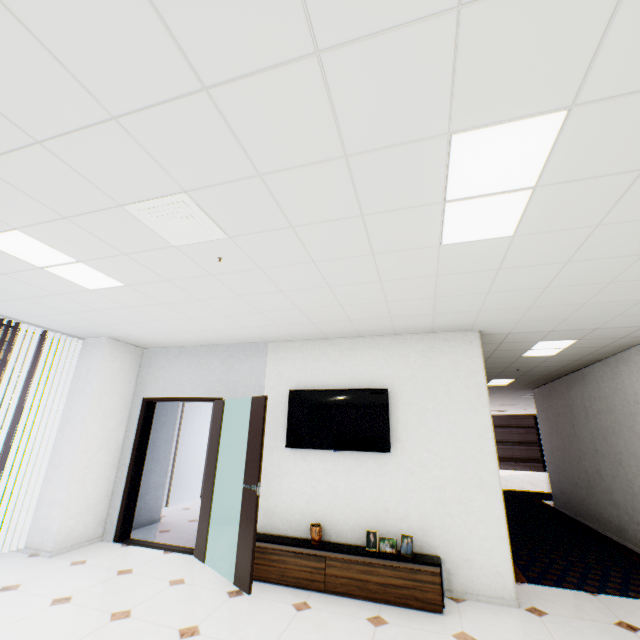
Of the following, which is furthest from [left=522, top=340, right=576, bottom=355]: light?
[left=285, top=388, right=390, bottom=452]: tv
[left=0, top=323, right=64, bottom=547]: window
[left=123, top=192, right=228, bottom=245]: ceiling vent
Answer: [left=0, top=323, right=64, bottom=547]: window

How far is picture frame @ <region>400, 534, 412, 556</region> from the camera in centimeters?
358cm

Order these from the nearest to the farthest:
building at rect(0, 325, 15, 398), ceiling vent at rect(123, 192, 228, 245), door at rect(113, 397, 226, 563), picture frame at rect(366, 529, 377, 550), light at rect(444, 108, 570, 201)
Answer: light at rect(444, 108, 570, 201), ceiling vent at rect(123, 192, 228, 245), picture frame at rect(366, 529, 377, 550), door at rect(113, 397, 226, 563), building at rect(0, 325, 15, 398)

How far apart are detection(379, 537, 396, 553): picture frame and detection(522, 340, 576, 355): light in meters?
3.3 m

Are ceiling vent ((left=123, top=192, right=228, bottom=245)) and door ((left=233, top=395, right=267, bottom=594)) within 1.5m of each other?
no

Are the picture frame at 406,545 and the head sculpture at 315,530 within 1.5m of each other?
yes

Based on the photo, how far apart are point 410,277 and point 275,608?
3.5m

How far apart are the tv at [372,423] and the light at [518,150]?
2.42m
